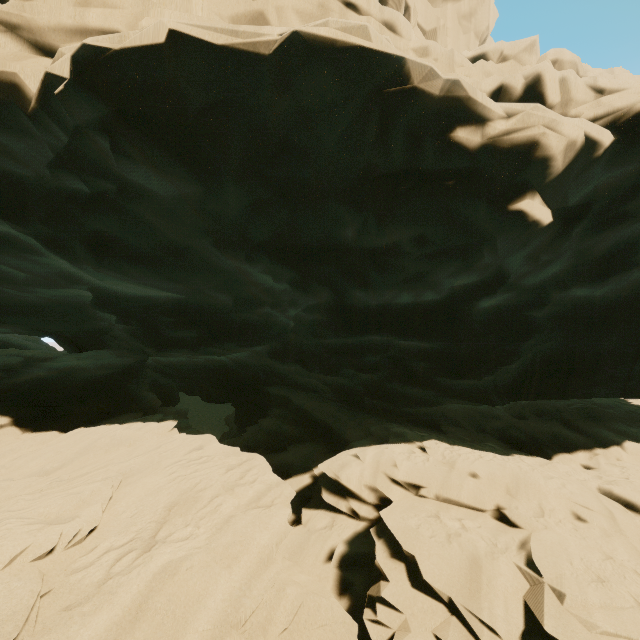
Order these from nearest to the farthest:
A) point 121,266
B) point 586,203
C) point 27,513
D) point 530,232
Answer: point 27,513 → point 530,232 → point 586,203 → point 121,266
